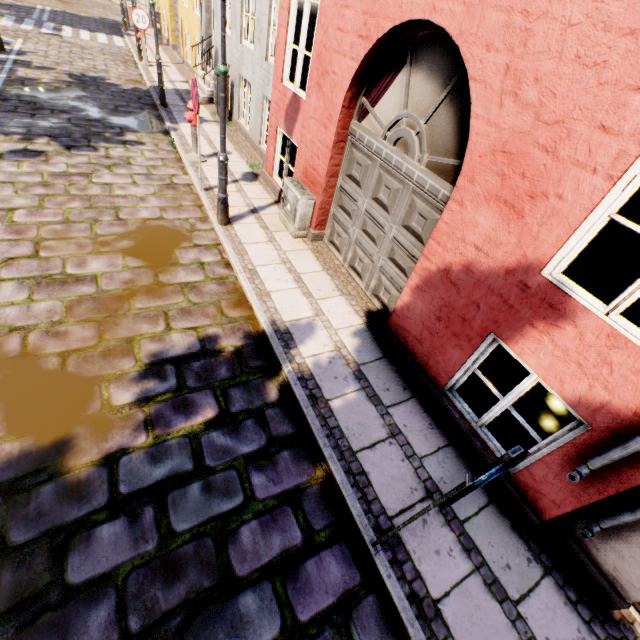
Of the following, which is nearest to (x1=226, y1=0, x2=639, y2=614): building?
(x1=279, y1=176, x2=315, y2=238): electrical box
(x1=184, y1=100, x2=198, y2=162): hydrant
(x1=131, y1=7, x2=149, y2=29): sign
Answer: (x1=131, y1=7, x2=149, y2=29): sign

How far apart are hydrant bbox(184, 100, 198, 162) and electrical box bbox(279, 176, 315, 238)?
2.8 meters

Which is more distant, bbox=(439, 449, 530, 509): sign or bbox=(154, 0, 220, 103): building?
bbox=(154, 0, 220, 103): building

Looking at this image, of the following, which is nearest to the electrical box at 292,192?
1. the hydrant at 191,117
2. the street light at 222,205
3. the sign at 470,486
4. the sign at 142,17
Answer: the street light at 222,205

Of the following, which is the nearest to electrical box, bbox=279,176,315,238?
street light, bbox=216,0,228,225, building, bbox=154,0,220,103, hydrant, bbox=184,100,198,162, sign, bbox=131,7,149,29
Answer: street light, bbox=216,0,228,225

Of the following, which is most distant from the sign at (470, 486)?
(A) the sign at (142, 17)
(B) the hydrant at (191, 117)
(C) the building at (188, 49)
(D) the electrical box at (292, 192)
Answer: (C) the building at (188, 49)

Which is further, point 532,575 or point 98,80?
point 98,80

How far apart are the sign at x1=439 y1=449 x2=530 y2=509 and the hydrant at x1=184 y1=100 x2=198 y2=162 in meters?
8.3
